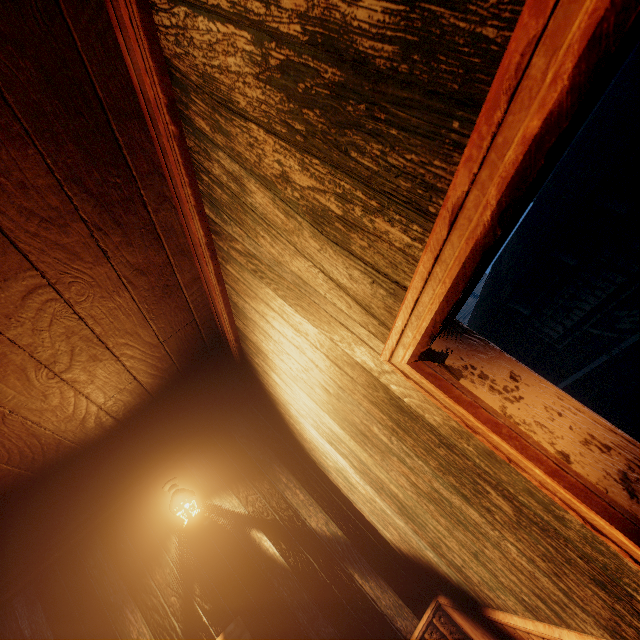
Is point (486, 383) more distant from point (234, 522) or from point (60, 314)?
point (234, 522)

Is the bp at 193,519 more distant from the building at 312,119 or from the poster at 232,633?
the poster at 232,633

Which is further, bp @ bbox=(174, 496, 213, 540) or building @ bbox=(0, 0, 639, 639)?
bp @ bbox=(174, 496, 213, 540)

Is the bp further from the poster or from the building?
the poster

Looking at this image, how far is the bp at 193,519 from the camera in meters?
3.3 m

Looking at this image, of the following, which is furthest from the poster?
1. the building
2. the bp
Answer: the bp
